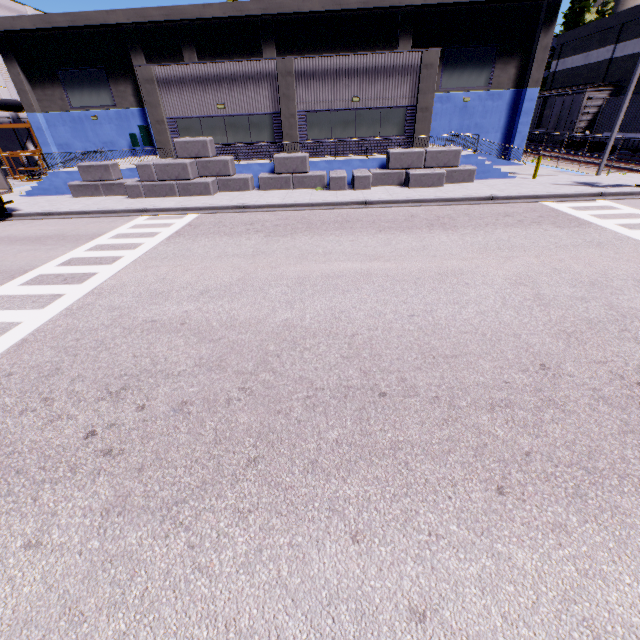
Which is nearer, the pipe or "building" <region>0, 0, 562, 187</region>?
"building" <region>0, 0, 562, 187</region>

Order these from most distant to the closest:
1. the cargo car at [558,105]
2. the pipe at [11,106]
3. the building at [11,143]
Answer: the building at [11,143] < the pipe at [11,106] < the cargo car at [558,105]

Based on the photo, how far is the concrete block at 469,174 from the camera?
17.50m

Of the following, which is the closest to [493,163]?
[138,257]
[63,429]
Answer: [138,257]

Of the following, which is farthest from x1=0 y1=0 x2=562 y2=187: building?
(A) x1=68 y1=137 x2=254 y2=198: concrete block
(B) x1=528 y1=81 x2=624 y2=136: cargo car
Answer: (B) x1=528 y1=81 x2=624 y2=136: cargo car

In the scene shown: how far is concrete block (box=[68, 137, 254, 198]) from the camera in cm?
1770

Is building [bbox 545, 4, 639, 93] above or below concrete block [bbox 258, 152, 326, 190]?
above

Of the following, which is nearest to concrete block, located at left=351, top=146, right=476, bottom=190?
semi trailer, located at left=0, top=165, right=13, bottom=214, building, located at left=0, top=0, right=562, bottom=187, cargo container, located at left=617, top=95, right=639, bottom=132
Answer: building, located at left=0, top=0, right=562, bottom=187
